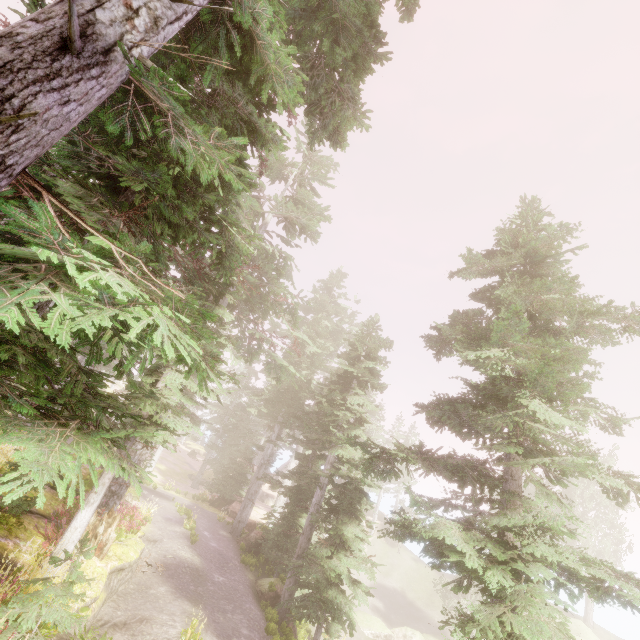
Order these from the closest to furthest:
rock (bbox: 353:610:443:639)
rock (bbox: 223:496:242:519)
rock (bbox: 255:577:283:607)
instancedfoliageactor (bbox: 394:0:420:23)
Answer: instancedfoliageactor (bbox: 394:0:420:23)
rock (bbox: 255:577:283:607)
rock (bbox: 223:496:242:519)
rock (bbox: 353:610:443:639)

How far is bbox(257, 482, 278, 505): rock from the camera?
45.6m

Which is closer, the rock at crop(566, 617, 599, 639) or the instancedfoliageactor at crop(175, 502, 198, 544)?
the instancedfoliageactor at crop(175, 502, 198, 544)

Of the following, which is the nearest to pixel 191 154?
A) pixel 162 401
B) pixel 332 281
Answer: pixel 162 401

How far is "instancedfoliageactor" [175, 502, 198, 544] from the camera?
15.9m

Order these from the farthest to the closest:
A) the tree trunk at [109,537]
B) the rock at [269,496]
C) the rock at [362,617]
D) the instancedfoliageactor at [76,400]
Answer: the rock at [269,496], the rock at [362,617], the tree trunk at [109,537], the instancedfoliageactor at [76,400]

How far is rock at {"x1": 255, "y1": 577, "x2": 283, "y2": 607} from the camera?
15.1 meters

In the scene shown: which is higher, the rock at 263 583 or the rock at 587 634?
the rock at 587 634
